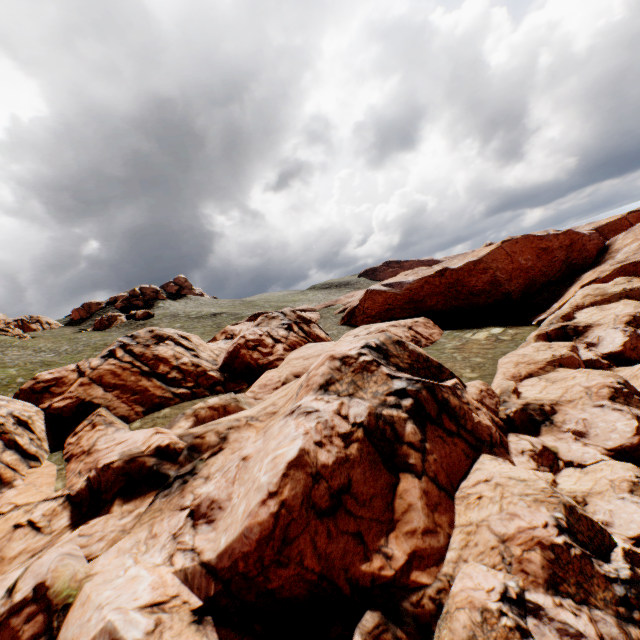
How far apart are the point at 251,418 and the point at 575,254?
55.4m
